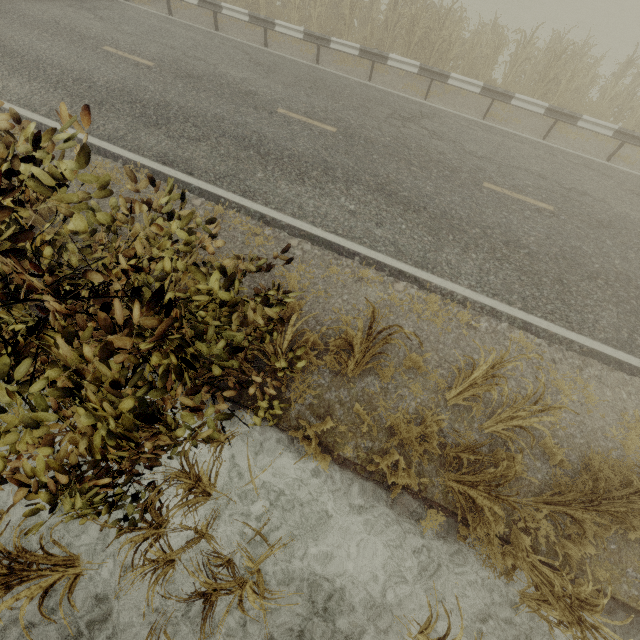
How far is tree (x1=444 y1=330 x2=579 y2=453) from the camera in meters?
3.9 m

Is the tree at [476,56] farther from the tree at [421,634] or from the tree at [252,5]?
the tree at [421,634]

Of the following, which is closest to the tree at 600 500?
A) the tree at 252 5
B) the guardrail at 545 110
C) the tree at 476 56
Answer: the guardrail at 545 110

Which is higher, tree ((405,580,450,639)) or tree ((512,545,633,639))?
tree ((512,545,633,639))

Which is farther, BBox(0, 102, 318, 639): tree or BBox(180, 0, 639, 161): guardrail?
BBox(180, 0, 639, 161): guardrail

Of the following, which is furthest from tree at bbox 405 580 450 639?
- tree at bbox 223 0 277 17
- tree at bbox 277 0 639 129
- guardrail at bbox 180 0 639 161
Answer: tree at bbox 223 0 277 17

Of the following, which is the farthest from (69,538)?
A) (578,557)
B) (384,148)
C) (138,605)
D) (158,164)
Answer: (384,148)
